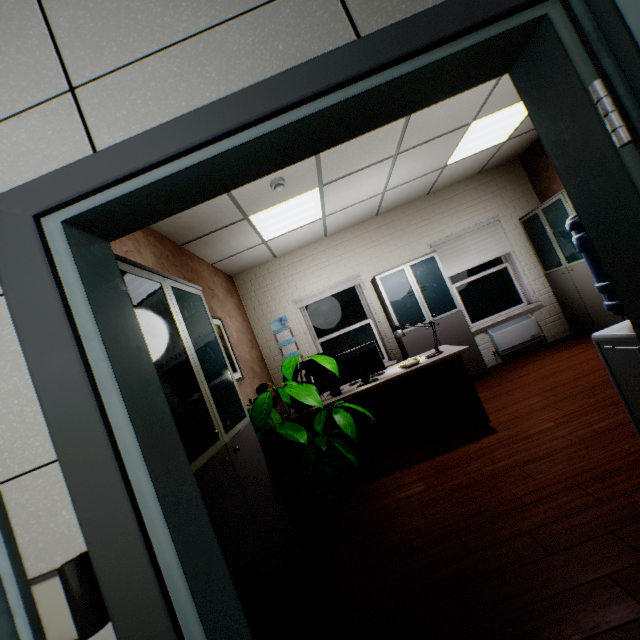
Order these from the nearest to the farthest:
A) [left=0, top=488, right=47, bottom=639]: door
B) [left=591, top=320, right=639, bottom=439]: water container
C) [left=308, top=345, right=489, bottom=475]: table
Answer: [left=0, top=488, right=47, bottom=639]: door < [left=591, top=320, right=639, bottom=439]: water container < [left=308, top=345, right=489, bottom=475]: table

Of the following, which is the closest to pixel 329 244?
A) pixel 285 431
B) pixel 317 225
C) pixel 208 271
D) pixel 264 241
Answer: pixel 317 225

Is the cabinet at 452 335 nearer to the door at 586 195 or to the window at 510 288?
the window at 510 288

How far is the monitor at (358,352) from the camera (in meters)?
3.54

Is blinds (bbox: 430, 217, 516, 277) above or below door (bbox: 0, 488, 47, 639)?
above

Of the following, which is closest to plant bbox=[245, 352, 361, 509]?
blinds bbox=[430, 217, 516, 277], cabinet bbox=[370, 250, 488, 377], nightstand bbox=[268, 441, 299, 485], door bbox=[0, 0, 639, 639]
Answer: nightstand bbox=[268, 441, 299, 485]

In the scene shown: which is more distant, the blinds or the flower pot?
the blinds

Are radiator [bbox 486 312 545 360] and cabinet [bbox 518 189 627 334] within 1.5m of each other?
yes
